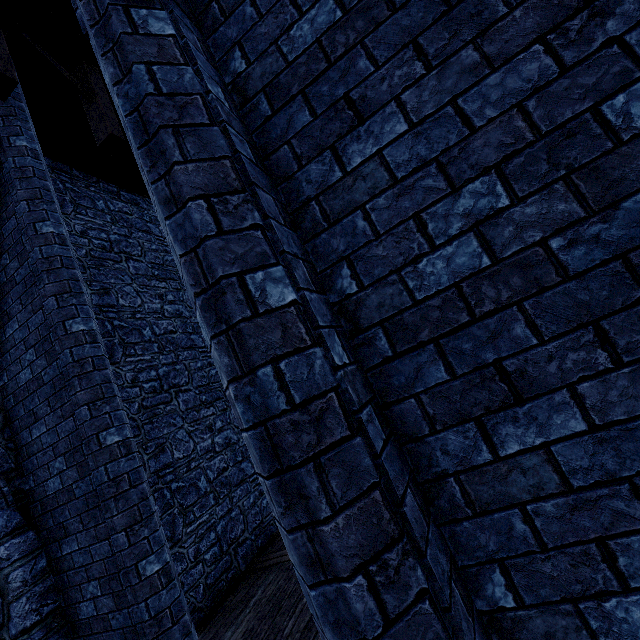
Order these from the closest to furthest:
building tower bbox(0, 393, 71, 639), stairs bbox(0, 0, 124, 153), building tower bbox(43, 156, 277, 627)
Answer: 1. building tower bbox(0, 393, 71, 639)
2. stairs bbox(0, 0, 124, 153)
3. building tower bbox(43, 156, 277, 627)

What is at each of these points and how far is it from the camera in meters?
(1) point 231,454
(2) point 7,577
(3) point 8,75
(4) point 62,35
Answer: (1) building tower, 7.7 m
(2) building tower, 3.7 m
(3) stairs, 3.9 m
(4) stairs, 5.0 m

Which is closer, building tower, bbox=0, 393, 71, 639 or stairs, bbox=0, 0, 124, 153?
building tower, bbox=0, 393, 71, 639

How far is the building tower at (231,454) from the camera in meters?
6.0

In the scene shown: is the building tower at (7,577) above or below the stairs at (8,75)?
below

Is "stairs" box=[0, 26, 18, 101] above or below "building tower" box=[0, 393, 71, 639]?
above

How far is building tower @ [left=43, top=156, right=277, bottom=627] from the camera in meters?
6.0 m
